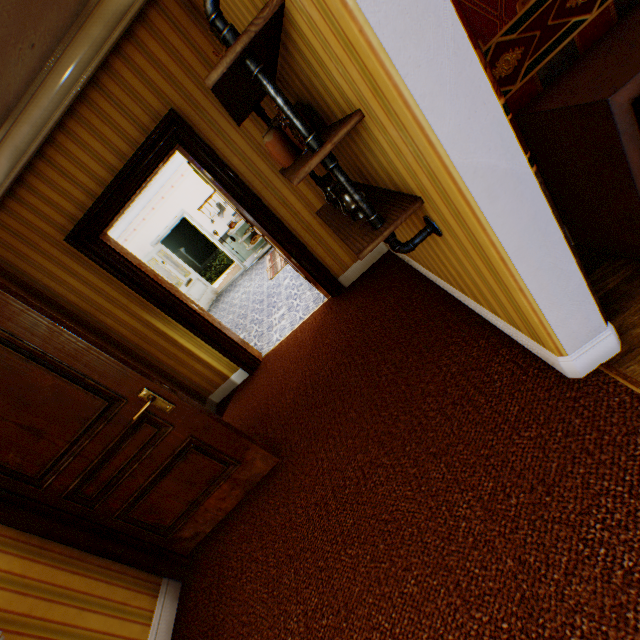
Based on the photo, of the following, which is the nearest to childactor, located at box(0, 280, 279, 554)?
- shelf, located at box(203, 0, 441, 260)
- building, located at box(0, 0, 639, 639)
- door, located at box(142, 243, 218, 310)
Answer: building, located at box(0, 0, 639, 639)

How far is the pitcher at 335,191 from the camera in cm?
171

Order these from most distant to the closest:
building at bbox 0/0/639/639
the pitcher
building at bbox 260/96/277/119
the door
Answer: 1. the door
2. building at bbox 260/96/277/119
3. the pitcher
4. building at bbox 0/0/639/639

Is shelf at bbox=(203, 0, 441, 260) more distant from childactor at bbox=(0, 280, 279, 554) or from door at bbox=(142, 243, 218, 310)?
door at bbox=(142, 243, 218, 310)

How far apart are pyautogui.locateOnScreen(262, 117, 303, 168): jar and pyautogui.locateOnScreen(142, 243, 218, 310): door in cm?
748

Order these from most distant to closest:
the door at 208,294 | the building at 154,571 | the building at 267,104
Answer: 1. the door at 208,294
2. the building at 267,104
3. the building at 154,571

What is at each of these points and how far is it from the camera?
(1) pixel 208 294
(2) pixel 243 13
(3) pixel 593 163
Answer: (1) door, 9.6m
(2) building, 1.6m
(3) heater, 1.4m

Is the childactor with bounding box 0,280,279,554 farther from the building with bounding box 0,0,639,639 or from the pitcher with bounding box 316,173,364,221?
the pitcher with bounding box 316,173,364,221
